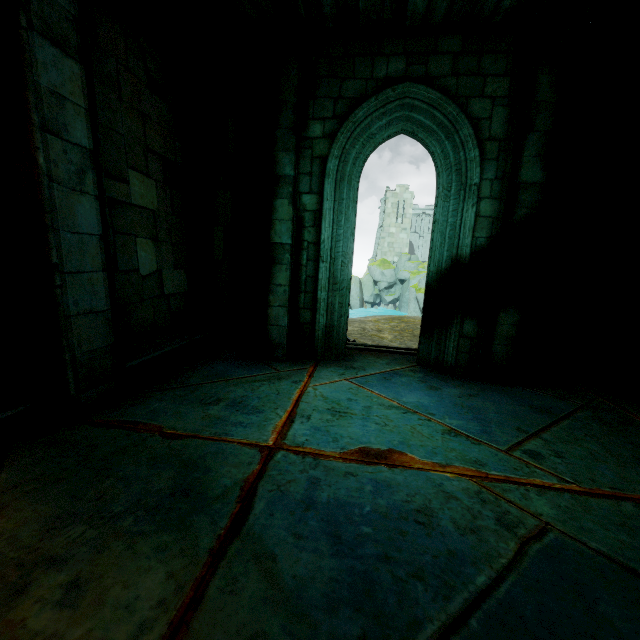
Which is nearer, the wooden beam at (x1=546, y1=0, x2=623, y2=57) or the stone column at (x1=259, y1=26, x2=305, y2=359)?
the wooden beam at (x1=546, y1=0, x2=623, y2=57)

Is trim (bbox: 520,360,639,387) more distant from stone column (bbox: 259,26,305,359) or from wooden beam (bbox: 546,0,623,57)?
wooden beam (bbox: 546,0,623,57)

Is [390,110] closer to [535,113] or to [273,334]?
[535,113]

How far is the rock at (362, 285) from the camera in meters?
40.5 m

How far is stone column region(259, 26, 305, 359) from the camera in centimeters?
483cm

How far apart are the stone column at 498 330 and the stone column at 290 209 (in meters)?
3.07

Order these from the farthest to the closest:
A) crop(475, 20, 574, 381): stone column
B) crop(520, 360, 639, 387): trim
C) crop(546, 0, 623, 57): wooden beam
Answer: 1. crop(520, 360, 639, 387): trim
2. crop(475, 20, 574, 381): stone column
3. crop(546, 0, 623, 57): wooden beam

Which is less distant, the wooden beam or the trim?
the wooden beam
